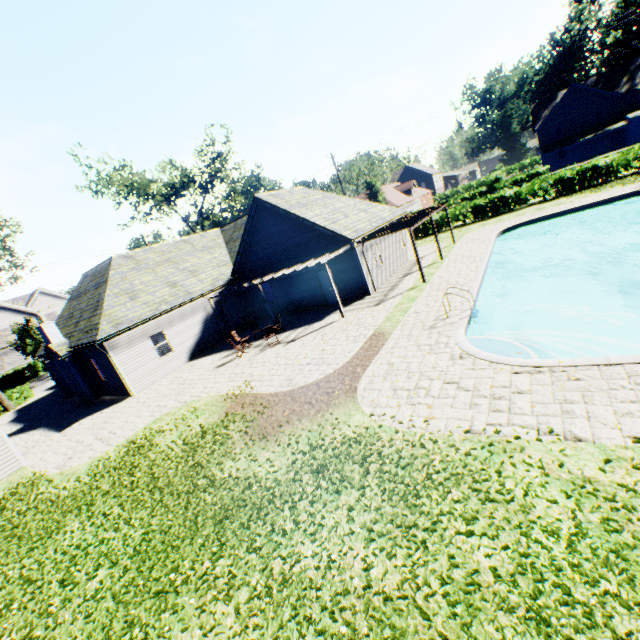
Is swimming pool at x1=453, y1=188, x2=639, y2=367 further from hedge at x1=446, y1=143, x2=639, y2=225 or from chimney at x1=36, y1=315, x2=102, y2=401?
chimney at x1=36, y1=315, x2=102, y2=401

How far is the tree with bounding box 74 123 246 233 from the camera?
36.4m

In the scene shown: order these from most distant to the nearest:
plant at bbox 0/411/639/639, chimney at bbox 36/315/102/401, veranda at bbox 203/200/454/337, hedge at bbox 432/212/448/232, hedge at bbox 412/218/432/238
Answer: hedge at bbox 412/218/432/238, hedge at bbox 432/212/448/232, chimney at bbox 36/315/102/401, veranda at bbox 203/200/454/337, plant at bbox 0/411/639/639

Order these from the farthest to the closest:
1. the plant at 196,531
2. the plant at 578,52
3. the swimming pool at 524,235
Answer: the plant at 578,52 < the swimming pool at 524,235 < the plant at 196,531

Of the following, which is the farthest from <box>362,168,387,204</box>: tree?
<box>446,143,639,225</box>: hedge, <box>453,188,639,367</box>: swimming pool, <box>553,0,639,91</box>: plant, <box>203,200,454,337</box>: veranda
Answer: <box>203,200,454,337</box>: veranda

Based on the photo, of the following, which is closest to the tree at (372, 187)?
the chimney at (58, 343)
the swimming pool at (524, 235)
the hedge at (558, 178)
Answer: the hedge at (558, 178)

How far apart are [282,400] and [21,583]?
7.0 meters

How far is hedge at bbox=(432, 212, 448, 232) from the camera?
32.41m
